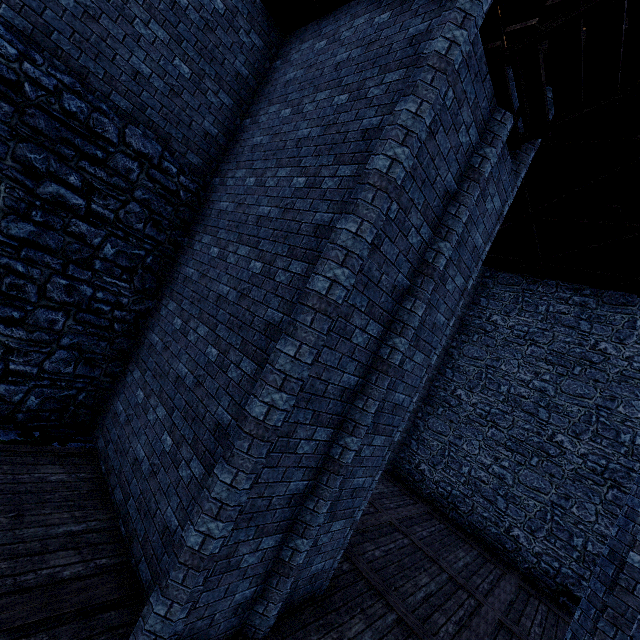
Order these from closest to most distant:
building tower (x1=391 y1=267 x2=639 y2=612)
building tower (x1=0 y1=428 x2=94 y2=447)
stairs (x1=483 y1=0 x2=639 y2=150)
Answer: stairs (x1=483 y1=0 x2=639 y2=150) < building tower (x1=0 y1=428 x2=94 y2=447) < building tower (x1=391 y1=267 x2=639 y2=612)

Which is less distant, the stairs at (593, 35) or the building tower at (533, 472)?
the stairs at (593, 35)

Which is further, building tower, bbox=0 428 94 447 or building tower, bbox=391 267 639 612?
building tower, bbox=391 267 639 612

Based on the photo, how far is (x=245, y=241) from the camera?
5.4m

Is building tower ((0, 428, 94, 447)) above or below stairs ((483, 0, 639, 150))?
below

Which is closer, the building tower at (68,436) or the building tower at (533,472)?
the building tower at (68,436)

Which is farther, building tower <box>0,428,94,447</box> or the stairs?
building tower <box>0,428,94,447</box>
